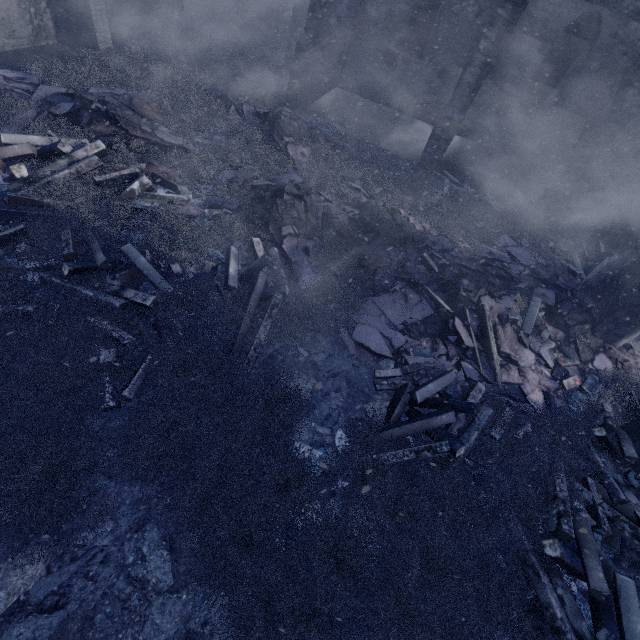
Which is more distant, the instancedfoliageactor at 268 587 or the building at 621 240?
the building at 621 240

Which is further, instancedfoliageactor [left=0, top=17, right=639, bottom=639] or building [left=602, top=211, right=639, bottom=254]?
building [left=602, top=211, right=639, bottom=254]

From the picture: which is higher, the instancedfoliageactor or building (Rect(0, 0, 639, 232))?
building (Rect(0, 0, 639, 232))

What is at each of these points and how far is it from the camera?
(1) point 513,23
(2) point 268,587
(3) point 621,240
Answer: (1) building, 8.5m
(2) instancedfoliageactor, 3.6m
(3) building, 12.5m

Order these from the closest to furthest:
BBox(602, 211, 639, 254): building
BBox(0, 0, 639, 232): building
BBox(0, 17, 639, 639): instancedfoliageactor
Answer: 1. BBox(0, 17, 639, 639): instancedfoliageactor
2. BBox(0, 0, 639, 232): building
3. BBox(602, 211, 639, 254): building

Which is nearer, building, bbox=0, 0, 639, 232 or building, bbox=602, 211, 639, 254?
building, bbox=0, 0, 639, 232

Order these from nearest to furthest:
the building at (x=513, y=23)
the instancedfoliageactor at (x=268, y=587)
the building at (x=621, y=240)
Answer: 1. the instancedfoliageactor at (x=268, y=587)
2. the building at (x=513, y=23)
3. the building at (x=621, y=240)
